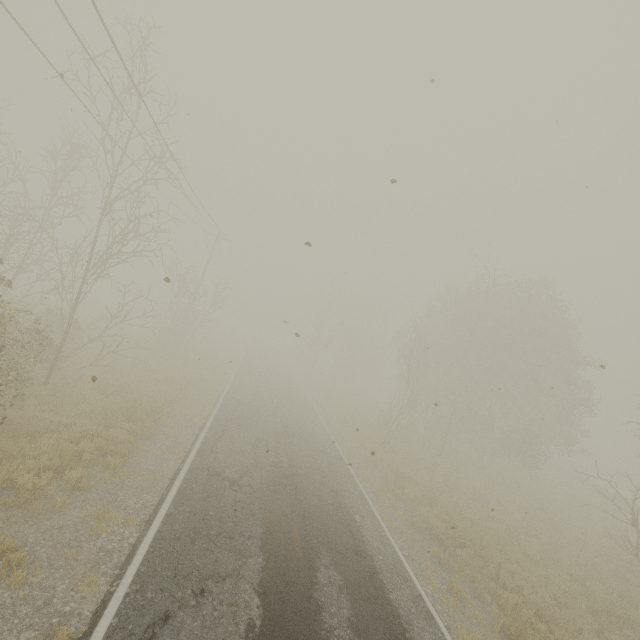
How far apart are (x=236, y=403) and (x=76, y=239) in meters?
12.3 m
